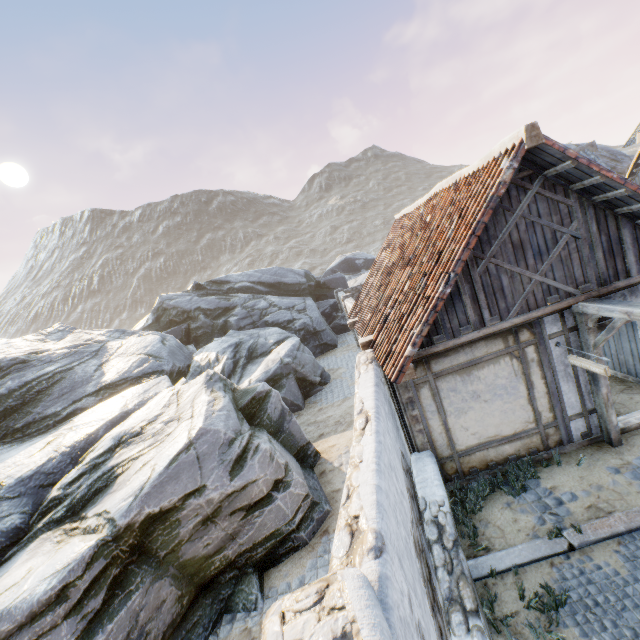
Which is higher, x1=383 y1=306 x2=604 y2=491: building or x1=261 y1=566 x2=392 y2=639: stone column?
x1=261 y1=566 x2=392 y2=639: stone column

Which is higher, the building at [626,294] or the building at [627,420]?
the building at [626,294]

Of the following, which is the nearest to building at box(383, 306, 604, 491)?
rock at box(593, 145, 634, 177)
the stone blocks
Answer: the stone blocks

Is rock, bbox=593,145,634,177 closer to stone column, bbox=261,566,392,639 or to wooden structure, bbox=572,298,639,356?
stone column, bbox=261,566,392,639

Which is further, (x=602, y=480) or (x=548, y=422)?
(x=548, y=422)

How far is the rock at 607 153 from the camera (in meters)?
18.69

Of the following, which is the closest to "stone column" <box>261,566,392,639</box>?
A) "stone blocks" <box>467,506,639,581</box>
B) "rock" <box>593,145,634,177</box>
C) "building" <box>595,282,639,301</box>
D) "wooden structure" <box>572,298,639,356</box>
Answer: "stone blocks" <box>467,506,639,581</box>

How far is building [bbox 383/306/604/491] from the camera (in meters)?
6.15
